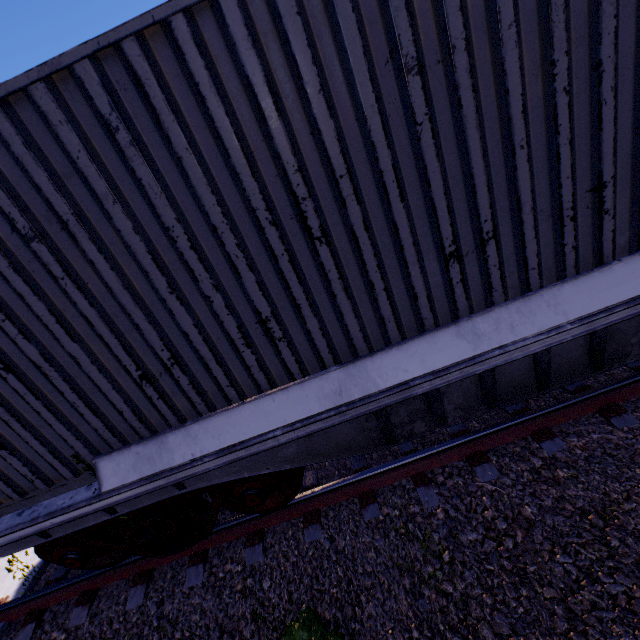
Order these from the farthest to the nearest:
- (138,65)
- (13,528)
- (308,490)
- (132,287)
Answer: (308,490) < (13,528) < (132,287) < (138,65)

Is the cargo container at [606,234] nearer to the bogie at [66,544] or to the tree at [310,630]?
the bogie at [66,544]

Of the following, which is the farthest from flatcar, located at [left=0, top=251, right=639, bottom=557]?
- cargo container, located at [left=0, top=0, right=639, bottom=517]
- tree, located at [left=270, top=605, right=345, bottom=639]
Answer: tree, located at [left=270, top=605, right=345, bottom=639]

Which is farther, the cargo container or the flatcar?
the flatcar

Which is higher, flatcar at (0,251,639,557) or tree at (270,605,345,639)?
flatcar at (0,251,639,557)

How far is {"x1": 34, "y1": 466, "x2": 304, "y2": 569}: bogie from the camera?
3.0 meters

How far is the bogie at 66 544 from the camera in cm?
304

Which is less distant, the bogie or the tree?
the tree
